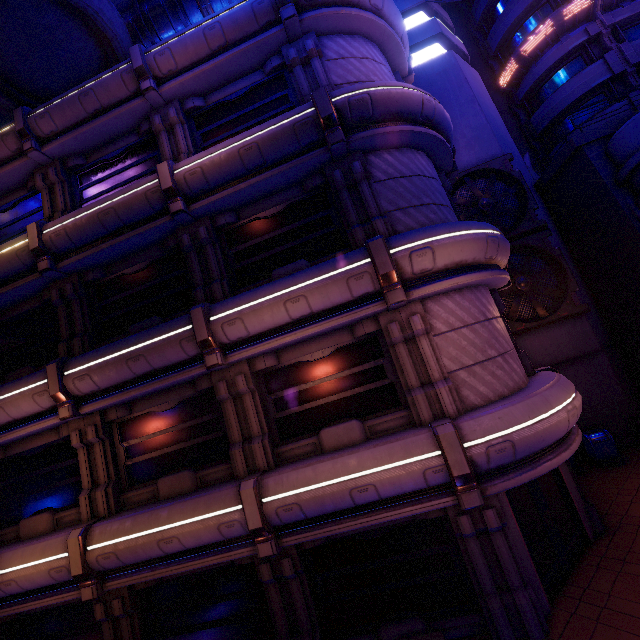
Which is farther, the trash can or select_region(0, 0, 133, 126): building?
the trash can

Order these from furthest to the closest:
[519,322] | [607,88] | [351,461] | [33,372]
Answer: [607,88] → [519,322] → [33,372] → [351,461]

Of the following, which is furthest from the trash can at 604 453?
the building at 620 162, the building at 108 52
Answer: the building at 108 52

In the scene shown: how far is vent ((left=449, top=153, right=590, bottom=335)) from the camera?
14.5 meters

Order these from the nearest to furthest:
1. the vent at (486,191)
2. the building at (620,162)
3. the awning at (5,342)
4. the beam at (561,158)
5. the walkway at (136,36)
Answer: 1. the awning at (5,342)
2. the building at (620,162)
3. the beam at (561,158)
4. the vent at (486,191)
5. the walkway at (136,36)

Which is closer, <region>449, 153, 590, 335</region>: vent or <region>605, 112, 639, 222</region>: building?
<region>605, 112, 639, 222</region>: building

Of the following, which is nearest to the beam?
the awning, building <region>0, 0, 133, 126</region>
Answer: building <region>0, 0, 133, 126</region>

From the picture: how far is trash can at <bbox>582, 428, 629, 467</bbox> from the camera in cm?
1266
